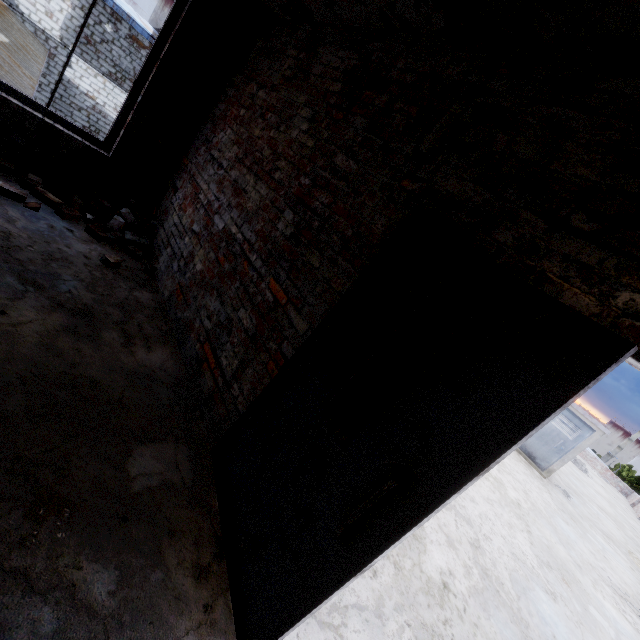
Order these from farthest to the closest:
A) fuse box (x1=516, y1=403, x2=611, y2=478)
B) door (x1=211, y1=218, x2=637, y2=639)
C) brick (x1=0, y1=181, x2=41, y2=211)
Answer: fuse box (x1=516, y1=403, x2=611, y2=478) < brick (x1=0, y1=181, x2=41, y2=211) < door (x1=211, y1=218, x2=637, y2=639)

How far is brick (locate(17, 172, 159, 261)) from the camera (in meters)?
3.58

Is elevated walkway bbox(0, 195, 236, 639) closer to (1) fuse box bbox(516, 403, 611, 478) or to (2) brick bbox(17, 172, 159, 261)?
(2) brick bbox(17, 172, 159, 261)

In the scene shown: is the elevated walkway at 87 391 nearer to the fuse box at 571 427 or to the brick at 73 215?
the brick at 73 215

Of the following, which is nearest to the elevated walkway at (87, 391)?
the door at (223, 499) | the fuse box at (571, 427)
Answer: the door at (223, 499)

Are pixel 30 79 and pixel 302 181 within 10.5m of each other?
no

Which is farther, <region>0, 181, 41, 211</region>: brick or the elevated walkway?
<region>0, 181, 41, 211</region>: brick

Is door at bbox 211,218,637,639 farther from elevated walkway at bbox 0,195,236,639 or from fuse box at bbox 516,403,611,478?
fuse box at bbox 516,403,611,478
